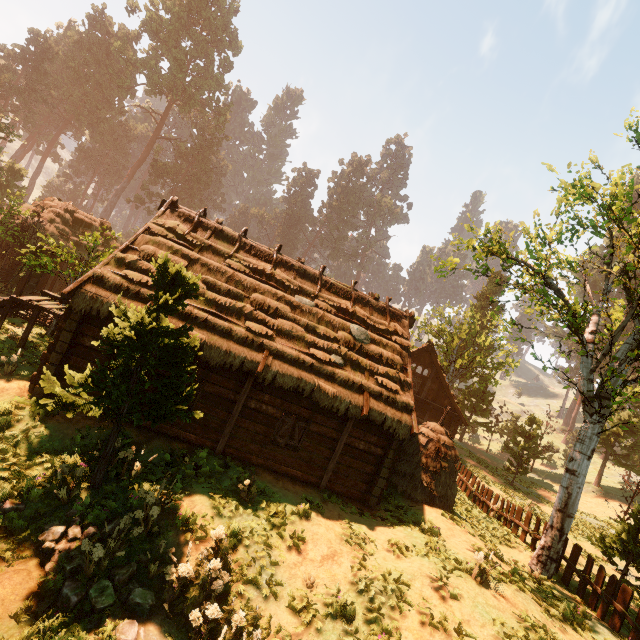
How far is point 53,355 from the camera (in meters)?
9.82

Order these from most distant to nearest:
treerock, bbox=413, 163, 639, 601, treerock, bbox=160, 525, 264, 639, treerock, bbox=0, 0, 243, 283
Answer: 1. treerock, bbox=0, 0, 243, 283
2. treerock, bbox=413, 163, 639, 601
3. treerock, bbox=160, 525, 264, 639

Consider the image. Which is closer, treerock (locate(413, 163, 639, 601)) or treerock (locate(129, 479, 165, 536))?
treerock (locate(129, 479, 165, 536))

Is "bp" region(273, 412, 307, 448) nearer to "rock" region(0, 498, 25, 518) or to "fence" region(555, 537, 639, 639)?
"rock" region(0, 498, 25, 518)

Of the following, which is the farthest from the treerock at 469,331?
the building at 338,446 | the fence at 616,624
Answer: the fence at 616,624

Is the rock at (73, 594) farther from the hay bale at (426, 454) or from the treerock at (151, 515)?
the hay bale at (426, 454)

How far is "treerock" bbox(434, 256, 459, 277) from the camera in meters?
12.8
